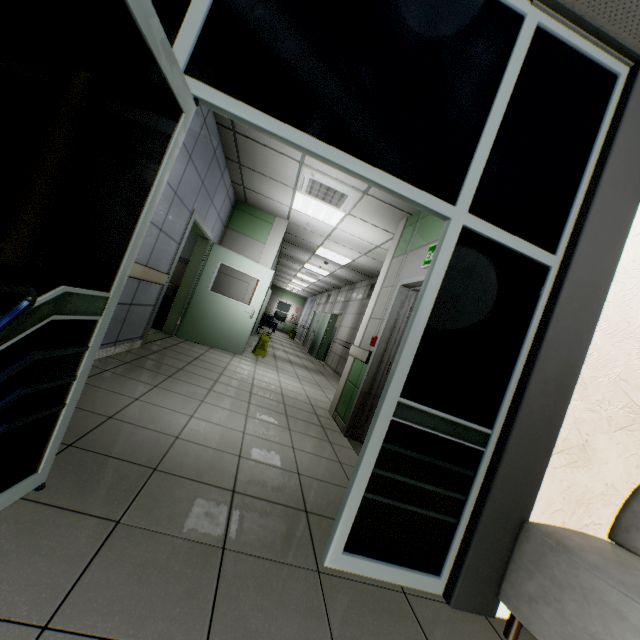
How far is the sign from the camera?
8.2 meters

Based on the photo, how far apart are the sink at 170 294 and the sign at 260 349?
2.1m

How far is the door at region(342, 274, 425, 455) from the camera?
4.1 meters

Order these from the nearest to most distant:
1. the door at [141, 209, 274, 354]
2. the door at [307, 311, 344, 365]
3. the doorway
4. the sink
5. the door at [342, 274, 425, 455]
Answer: the doorway → the door at [342, 274, 425, 455] → the door at [141, 209, 274, 354] → the sink → the door at [307, 311, 344, 365]

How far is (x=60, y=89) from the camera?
0.9m

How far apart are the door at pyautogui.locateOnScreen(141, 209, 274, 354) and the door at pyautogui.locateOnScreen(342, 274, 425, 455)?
3.2m

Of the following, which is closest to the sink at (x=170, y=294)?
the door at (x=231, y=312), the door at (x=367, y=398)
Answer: the door at (x=231, y=312)

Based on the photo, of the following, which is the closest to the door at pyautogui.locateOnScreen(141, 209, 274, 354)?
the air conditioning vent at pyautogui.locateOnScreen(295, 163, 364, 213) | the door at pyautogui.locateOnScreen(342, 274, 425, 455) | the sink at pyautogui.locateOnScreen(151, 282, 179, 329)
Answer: the sink at pyautogui.locateOnScreen(151, 282, 179, 329)
